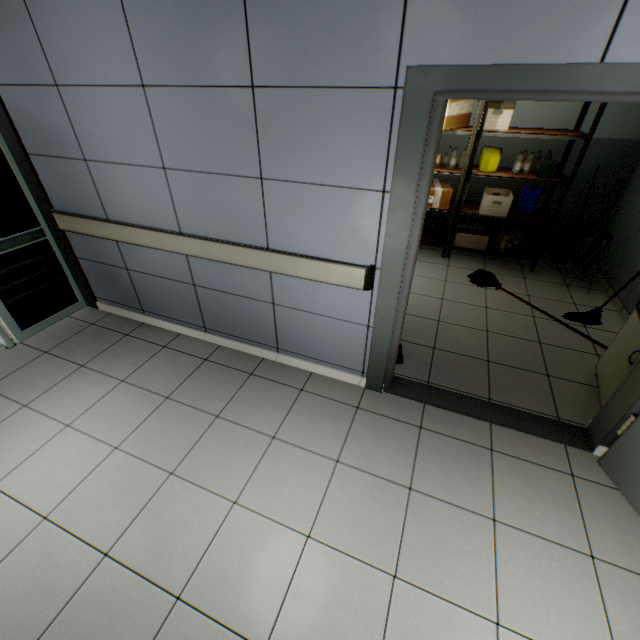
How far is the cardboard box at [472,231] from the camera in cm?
454

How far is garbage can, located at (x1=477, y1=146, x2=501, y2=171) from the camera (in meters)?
4.18

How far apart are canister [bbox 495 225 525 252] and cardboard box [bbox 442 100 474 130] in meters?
1.6

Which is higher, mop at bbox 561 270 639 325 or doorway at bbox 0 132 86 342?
doorway at bbox 0 132 86 342

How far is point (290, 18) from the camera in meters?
1.6

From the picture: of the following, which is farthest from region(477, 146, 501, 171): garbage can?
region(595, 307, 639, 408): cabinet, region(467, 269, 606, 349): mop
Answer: region(595, 307, 639, 408): cabinet

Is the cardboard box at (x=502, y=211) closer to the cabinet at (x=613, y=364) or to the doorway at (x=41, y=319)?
the cabinet at (x=613, y=364)

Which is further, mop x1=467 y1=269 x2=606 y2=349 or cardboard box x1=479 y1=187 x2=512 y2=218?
cardboard box x1=479 y1=187 x2=512 y2=218
